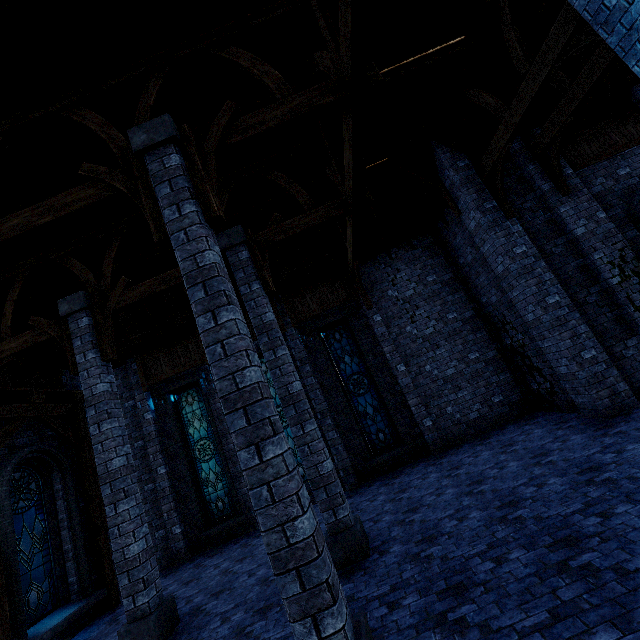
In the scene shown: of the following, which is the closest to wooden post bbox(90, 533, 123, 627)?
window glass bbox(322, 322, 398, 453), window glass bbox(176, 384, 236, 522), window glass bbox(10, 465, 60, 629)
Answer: window glass bbox(10, 465, 60, 629)

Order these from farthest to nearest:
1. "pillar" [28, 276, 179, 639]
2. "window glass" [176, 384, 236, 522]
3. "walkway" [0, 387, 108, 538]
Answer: "window glass" [176, 384, 236, 522] < "walkway" [0, 387, 108, 538] < "pillar" [28, 276, 179, 639]

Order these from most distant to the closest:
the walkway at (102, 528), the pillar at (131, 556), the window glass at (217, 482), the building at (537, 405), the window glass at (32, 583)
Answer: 1. the window glass at (217, 482)
2. the walkway at (102, 528)
3. the window glass at (32, 583)
4. the pillar at (131, 556)
5. the building at (537, 405)

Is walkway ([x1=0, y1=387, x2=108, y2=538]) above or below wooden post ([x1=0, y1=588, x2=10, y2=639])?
above

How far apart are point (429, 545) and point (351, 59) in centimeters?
734cm

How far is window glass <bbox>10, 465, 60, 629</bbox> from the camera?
7.8m

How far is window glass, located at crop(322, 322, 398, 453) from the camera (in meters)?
11.07

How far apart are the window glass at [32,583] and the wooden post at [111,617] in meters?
0.8 m
